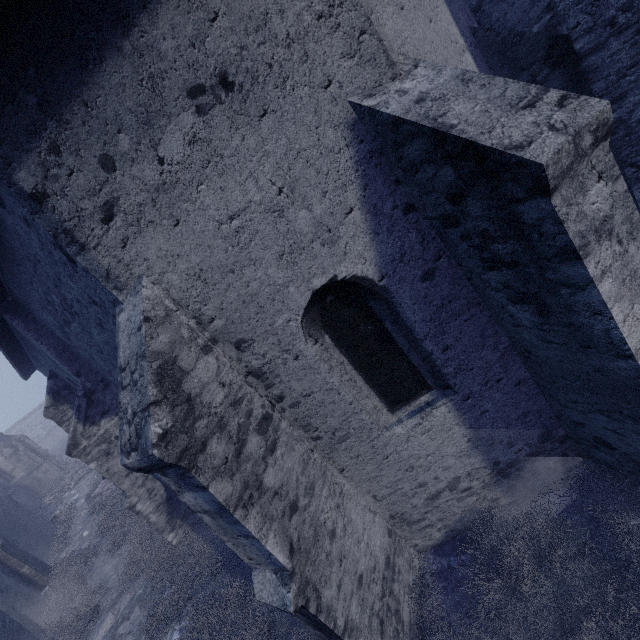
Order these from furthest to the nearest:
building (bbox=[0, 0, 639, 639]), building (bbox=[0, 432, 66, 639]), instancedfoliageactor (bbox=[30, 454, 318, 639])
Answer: building (bbox=[0, 432, 66, 639])
instancedfoliageactor (bbox=[30, 454, 318, 639])
building (bbox=[0, 0, 639, 639])

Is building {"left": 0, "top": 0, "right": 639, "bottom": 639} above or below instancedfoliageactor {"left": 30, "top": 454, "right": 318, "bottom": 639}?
above

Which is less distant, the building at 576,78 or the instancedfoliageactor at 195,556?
the building at 576,78

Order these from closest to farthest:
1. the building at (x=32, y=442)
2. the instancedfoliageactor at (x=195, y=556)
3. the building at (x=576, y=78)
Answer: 1. the building at (x=576, y=78)
2. the instancedfoliageactor at (x=195, y=556)
3. the building at (x=32, y=442)

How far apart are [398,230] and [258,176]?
1.4m

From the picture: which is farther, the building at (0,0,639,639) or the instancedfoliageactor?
the instancedfoliageactor
